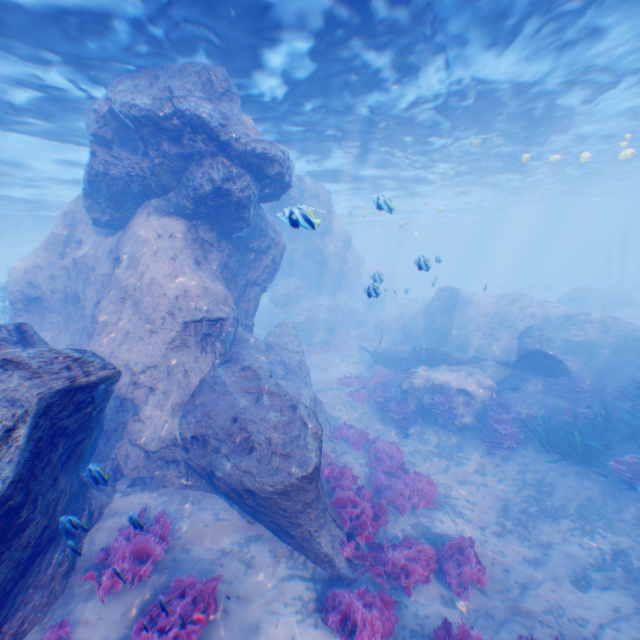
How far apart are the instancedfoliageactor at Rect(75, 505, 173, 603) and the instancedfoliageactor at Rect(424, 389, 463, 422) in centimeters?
1087cm

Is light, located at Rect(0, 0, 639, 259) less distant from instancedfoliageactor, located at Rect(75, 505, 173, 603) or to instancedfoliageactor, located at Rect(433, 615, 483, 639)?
instancedfoliageactor, located at Rect(75, 505, 173, 603)

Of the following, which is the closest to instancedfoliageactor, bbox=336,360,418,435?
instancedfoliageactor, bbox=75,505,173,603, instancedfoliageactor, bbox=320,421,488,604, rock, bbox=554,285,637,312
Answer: instancedfoliageactor, bbox=320,421,488,604

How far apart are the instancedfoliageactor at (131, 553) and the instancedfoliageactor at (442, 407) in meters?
10.9

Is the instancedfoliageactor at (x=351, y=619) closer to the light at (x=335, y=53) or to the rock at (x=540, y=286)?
the light at (x=335, y=53)

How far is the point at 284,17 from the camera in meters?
8.5

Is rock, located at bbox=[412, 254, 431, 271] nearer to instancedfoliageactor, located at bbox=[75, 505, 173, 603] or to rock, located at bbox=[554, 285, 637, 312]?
instancedfoliageactor, located at bbox=[75, 505, 173, 603]

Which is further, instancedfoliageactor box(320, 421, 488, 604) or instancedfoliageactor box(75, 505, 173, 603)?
instancedfoliageactor box(320, 421, 488, 604)
